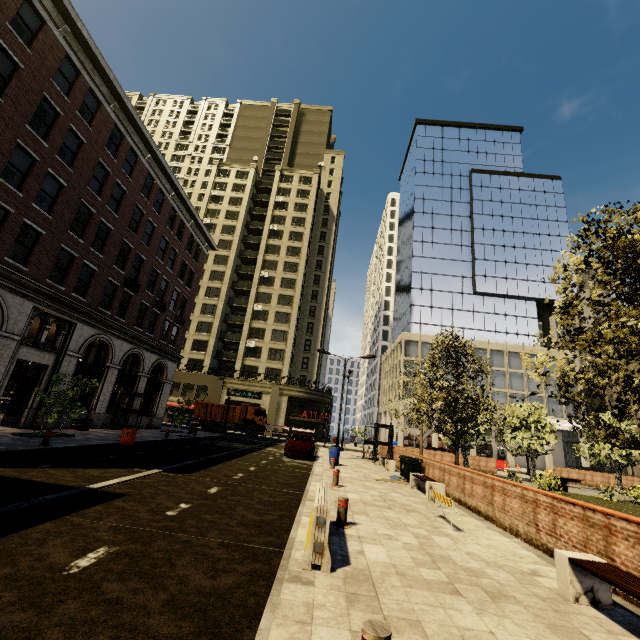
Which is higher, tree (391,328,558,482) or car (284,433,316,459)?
tree (391,328,558,482)

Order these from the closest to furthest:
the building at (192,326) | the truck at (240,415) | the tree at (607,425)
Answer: the tree at (607,425) < the building at (192,326) < the truck at (240,415)

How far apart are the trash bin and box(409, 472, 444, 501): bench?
13.3m

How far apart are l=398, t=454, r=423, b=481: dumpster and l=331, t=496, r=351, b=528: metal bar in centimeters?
909cm

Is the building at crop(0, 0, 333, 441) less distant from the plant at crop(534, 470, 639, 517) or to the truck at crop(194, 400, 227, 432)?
the truck at crop(194, 400, 227, 432)

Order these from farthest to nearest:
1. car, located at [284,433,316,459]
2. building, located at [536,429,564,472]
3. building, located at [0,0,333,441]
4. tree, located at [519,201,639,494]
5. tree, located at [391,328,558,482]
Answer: building, located at [536,429,564,472], car, located at [284,433,316,459], tree, located at [391,328,558,482], building, located at [0,0,333,441], tree, located at [519,201,639,494]

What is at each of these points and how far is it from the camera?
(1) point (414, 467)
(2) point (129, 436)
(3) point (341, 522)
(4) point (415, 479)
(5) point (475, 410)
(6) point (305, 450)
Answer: (1) dumpster, 15.4 meters
(2) trash bin, 15.6 meters
(3) metal bar, 7.0 meters
(4) bench, 13.7 meters
(5) tree, 17.1 meters
(6) car, 19.4 meters

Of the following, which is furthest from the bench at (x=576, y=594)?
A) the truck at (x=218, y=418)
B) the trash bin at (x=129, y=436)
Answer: the truck at (x=218, y=418)
